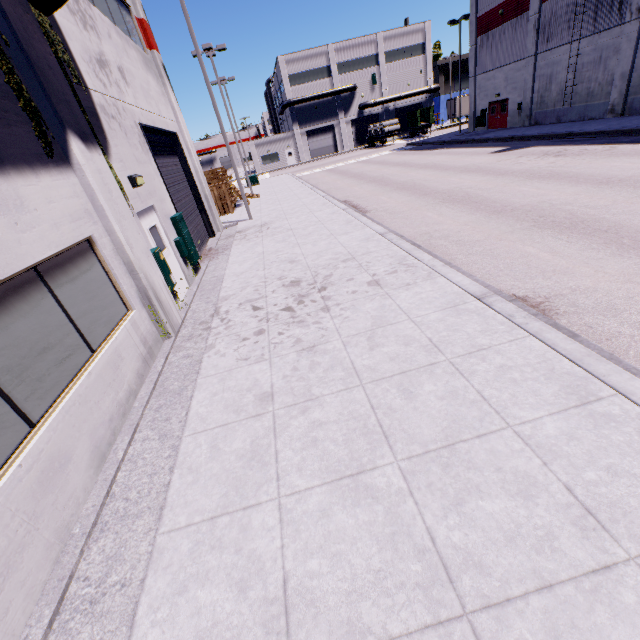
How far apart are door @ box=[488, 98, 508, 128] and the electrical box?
33.2 meters

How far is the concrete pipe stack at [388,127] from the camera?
45.9m

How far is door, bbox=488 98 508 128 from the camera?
29.95m

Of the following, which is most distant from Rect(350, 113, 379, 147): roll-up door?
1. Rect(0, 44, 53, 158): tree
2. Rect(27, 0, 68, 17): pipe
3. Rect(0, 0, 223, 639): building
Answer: Rect(0, 44, 53, 158): tree

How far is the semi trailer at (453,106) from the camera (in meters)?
50.41

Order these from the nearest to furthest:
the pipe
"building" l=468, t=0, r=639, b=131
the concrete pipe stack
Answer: the pipe → "building" l=468, t=0, r=639, b=131 → the concrete pipe stack

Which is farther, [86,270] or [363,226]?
[363,226]

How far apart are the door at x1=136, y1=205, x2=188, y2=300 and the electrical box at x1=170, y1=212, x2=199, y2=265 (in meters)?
0.82
